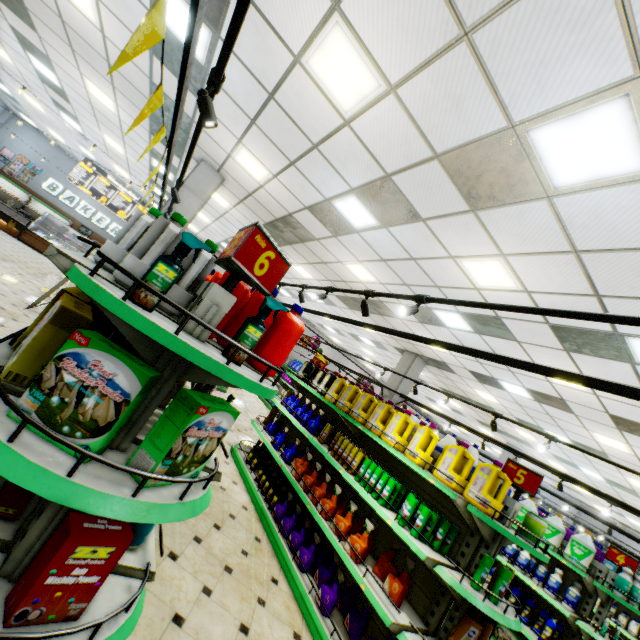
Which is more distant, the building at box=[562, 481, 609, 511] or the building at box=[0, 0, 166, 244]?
the building at box=[562, 481, 609, 511]

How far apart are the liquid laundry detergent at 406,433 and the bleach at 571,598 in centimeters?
395cm

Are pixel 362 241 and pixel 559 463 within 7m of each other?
no

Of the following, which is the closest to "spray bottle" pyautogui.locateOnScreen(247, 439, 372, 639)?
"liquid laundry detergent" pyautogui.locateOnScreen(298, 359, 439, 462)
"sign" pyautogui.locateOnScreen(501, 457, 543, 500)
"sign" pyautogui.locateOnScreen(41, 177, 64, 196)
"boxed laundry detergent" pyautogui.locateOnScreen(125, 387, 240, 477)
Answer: "liquid laundry detergent" pyautogui.locateOnScreen(298, 359, 439, 462)

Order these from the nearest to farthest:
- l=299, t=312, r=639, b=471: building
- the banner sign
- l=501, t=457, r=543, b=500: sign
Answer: the banner sign < l=501, t=457, r=543, b=500: sign < l=299, t=312, r=639, b=471: building

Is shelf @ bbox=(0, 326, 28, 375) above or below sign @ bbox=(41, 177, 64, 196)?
below

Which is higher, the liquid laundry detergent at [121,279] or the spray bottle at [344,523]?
the liquid laundry detergent at [121,279]

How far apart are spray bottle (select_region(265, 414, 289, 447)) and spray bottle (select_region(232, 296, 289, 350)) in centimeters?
460cm
